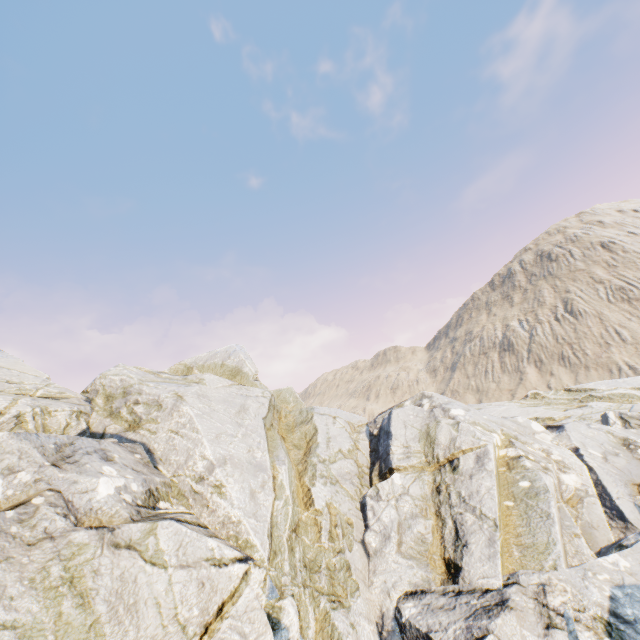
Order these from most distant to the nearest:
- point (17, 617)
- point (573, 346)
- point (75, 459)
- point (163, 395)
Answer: point (573, 346)
point (163, 395)
point (75, 459)
point (17, 617)
